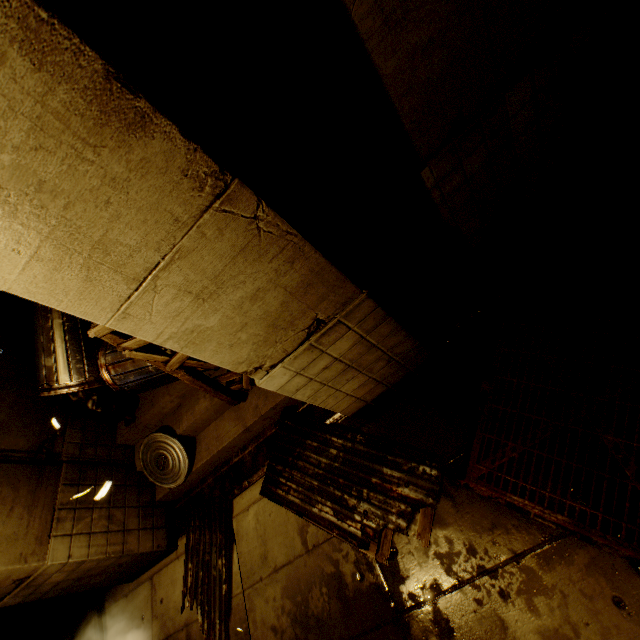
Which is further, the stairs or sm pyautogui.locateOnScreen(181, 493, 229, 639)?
the stairs

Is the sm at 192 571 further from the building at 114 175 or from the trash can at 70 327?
the trash can at 70 327

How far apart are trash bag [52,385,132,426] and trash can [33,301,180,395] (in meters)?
0.07

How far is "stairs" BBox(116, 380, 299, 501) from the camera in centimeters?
488cm

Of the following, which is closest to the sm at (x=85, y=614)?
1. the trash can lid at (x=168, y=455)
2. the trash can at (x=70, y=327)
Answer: the trash can lid at (x=168, y=455)

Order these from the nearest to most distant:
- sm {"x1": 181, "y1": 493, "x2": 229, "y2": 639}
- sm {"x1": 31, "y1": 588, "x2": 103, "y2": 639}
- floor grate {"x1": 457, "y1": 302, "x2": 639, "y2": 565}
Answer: floor grate {"x1": 457, "y1": 302, "x2": 639, "y2": 565} → sm {"x1": 181, "y1": 493, "x2": 229, "y2": 639} → sm {"x1": 31, "y1": 588, "x2": 103, "y2": 639}

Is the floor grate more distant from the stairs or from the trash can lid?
the trash can lid

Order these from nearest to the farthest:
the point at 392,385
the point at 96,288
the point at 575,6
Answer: the point at 96,288, the point at 575,6, the point at 392,385
